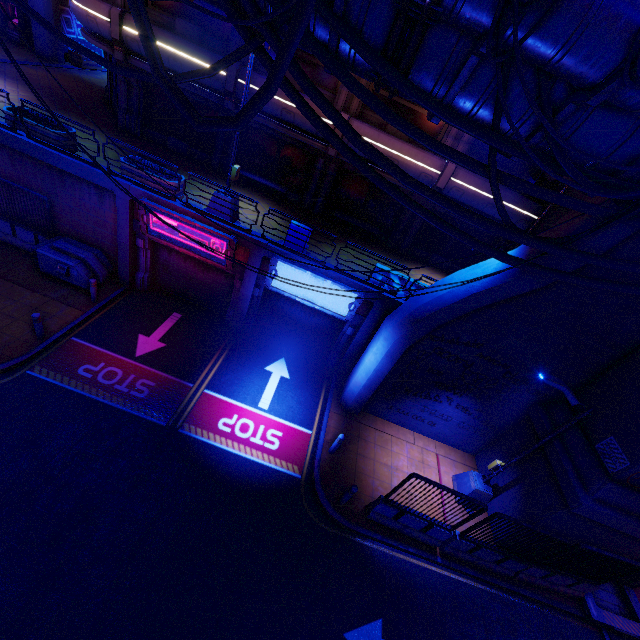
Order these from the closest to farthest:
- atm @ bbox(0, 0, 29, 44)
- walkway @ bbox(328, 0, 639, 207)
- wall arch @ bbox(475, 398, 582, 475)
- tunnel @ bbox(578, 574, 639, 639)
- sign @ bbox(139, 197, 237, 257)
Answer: walkway @ bbox(328, 0, 639, 207) < tunnel @ bbox(578, 574, 639, 639) < wall arch @ bbox(475, 398, 582, 475) < sign @ bbox(139, 197, 237, 257) < atm @ bbox(0, 0, 29, 44)

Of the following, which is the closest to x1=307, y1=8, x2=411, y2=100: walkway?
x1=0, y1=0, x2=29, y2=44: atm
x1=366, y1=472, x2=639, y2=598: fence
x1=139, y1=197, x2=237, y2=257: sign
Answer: x1=139, y1=197, x2=237, y2=257: sign

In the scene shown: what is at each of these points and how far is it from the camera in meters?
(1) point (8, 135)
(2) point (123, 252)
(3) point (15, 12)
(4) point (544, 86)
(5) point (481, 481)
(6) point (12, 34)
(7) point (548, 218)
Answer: (1) beam, 11.3
(2) column, 13.3
(3) atm, 20.7
(4) cable, 4.4
(5) street light, 11.8
(6) atm, 20.8
(7) building, 13.7

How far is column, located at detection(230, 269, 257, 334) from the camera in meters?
12.8

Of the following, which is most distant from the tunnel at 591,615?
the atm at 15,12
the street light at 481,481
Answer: the atm at 15,12

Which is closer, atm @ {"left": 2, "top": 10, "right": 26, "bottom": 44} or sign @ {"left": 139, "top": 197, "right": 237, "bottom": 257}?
sign @ {"left": 139, "top": 197, "right": 237, "bottom": 257}

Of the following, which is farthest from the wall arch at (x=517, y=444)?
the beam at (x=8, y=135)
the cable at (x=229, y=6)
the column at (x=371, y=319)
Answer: the beam at (x=8, y=135)

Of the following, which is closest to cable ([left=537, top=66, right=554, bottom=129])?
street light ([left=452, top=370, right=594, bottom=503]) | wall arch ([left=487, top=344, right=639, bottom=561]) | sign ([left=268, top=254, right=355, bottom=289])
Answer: wall arch ([left=487, top=344, right=639, bottom=561])
